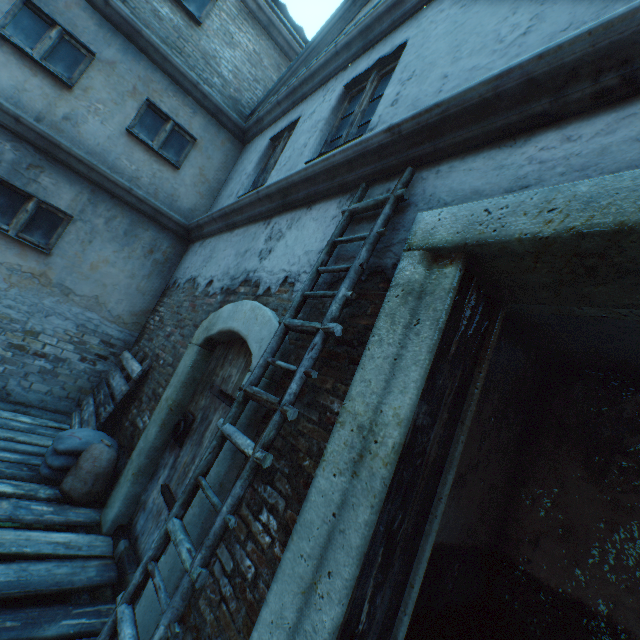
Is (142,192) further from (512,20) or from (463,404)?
(463,404)

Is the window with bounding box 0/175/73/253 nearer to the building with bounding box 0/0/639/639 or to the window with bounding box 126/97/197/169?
the building with bounding box 0/0/639/639

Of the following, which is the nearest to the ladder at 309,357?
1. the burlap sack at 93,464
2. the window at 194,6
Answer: the burlap sack at 93,464

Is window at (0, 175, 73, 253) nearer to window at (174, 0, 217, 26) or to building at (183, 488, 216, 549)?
building at (183, 488, 216, 549)

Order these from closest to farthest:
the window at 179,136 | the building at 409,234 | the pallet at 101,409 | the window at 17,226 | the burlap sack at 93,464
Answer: the building at 409,234 → the burlap sack at 93,464 → the pallet at 101,409 → the window at 17,226 → the window at 179,136

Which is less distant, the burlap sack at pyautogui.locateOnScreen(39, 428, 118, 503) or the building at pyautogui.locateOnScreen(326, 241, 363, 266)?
the building at pyautogui.locateOnScreen(326, 241, 363, 266)

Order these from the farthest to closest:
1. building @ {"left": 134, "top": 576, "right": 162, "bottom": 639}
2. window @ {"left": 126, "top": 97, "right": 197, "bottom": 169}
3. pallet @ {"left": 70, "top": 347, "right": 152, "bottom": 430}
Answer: window @ {"left": 126, "top": 97, "right": 197, "bottom": 169}
pallet @ {"left": 70, "top": 347, "right": 152, "bottom": 430}
building @ {"left": 134, "top": 576, "right": 162, "bottom": 639}

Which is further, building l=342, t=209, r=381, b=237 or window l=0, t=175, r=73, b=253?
window l=0, t=175, r=73, b=253
